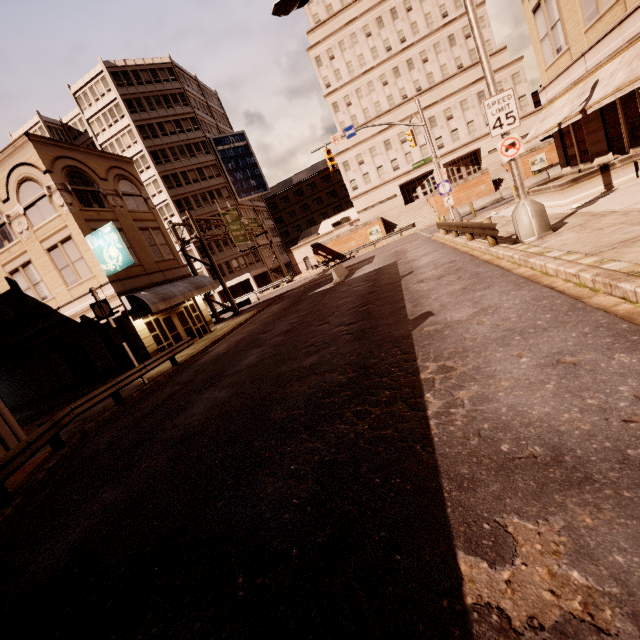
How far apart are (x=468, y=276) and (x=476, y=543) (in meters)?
8.64

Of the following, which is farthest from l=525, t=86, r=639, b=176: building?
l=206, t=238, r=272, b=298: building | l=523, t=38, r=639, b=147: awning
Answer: l=206, t=238, r=272, b=298: building

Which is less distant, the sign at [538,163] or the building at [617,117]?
the building at [617,117]

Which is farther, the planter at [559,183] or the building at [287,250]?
the building at [287,250]

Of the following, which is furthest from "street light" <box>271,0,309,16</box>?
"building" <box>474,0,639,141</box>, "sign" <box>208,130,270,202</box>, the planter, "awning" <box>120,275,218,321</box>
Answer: "sign" <box>208,130,270,202</box>

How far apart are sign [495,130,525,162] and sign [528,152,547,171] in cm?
3692

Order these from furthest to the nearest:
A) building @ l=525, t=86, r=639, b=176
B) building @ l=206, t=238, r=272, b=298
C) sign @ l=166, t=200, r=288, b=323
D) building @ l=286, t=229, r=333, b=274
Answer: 1. building @ l=286, t=229, r=333, b=274
2. building @ l=206, t=238, r=272, b=298
3. sign @ l=166, t=200, r=288, b=323
4. building @ l=525, t=86, r=639, b=176

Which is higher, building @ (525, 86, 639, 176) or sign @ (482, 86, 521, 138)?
sign @ (482, 86, 521, 138)
